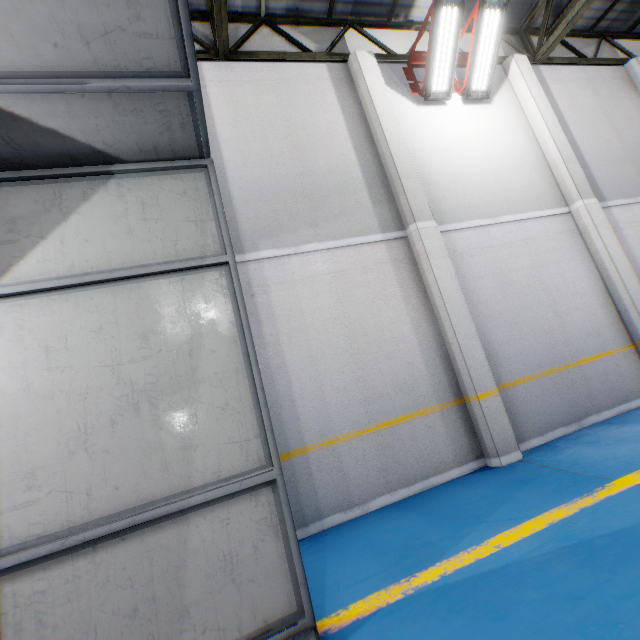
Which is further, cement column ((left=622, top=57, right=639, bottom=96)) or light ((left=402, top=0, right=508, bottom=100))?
cement column ((left=622, top=57, right=639, bottom=96))

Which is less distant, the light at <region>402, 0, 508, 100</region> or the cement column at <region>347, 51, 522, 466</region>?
the cement column at <region>347, 51, 522, 466</region>

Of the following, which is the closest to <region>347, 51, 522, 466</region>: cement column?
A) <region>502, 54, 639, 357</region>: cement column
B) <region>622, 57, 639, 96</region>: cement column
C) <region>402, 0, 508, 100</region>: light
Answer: <region>402, 0, 508, 100</region>: light

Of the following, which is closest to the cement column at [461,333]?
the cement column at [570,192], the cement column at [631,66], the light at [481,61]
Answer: the light at [481,61]

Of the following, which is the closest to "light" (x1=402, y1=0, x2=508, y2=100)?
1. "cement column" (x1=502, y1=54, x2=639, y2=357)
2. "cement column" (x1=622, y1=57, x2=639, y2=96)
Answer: "cement column" (x1=502, y1=54, x2=639, y2=357)

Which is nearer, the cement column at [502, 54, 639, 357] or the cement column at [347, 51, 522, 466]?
the cement column at [347, 51, 522, 466]

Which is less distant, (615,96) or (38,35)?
(38,35)
